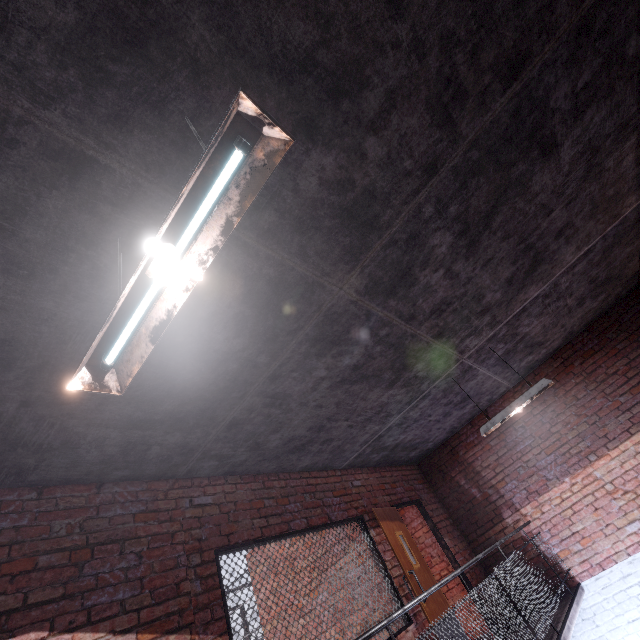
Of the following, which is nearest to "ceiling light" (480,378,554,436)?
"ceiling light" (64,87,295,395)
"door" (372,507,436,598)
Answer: "door" (372,507,436,598)

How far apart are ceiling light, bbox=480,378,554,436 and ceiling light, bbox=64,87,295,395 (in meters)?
4.70

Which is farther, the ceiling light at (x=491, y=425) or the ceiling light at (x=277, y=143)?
the ceiling light at (x=491, y=425)

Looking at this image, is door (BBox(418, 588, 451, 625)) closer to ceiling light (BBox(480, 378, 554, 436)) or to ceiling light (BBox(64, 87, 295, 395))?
ceiling light (BBox(480, 378, 554, 436))

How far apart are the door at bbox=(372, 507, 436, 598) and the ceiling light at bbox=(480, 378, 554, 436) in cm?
210

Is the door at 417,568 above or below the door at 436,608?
above

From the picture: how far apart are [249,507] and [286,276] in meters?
3.1
